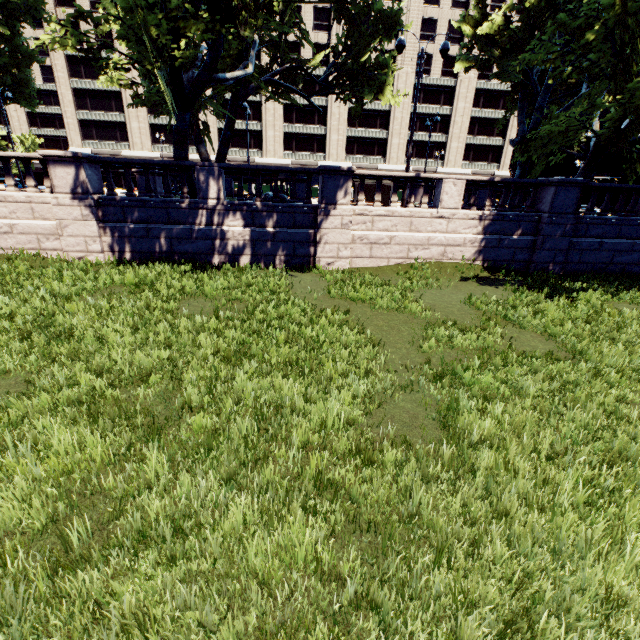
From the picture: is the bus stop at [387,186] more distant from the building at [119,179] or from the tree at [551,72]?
the building at [119,179]

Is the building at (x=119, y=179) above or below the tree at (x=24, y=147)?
below

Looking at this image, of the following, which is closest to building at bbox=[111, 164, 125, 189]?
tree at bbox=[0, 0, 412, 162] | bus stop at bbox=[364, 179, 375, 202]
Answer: tree at bbox=[0, 0, 412, 162]

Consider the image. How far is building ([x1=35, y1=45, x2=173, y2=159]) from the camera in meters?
45.2

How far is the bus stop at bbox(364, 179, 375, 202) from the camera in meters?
27.0

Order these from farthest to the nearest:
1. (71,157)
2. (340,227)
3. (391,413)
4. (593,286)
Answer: (340,227), (593,286), (71,157), (391,413)

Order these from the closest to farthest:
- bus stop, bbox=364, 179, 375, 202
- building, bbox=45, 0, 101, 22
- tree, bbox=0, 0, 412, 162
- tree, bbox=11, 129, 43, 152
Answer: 1. tree, bbox=0, 0, 412, 162
2. bus stop, bbox=364, 179, 375, 202
3. building, bbox=45, 0, 101, 22
4. tree, bbox=11, 129, 43, 152

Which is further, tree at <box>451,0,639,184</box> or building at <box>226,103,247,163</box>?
building at <box>226,103,247,163</box>
